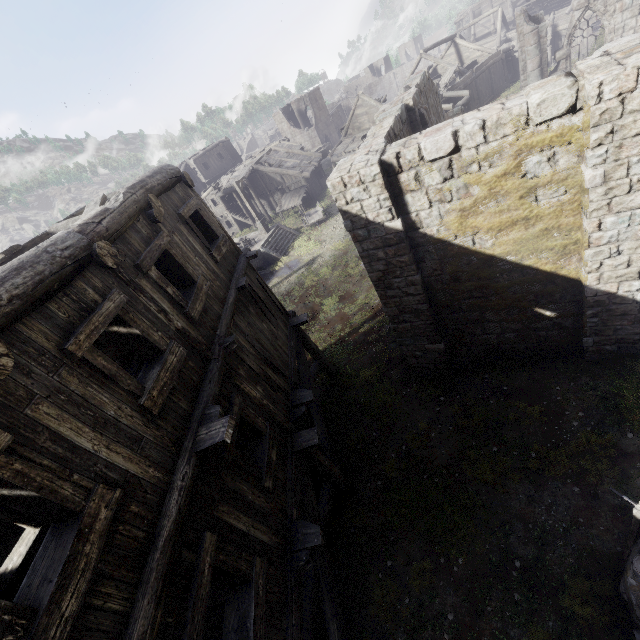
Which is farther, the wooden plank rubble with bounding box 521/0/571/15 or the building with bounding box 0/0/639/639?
the wooden plank rubble with bounding box 521/0/571/15

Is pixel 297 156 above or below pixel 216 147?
below

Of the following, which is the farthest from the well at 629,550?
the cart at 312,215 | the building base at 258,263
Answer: the cart at 312,215

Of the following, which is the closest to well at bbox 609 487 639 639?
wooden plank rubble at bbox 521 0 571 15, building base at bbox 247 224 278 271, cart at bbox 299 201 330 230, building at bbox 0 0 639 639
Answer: building at bbox 0 0 639 639

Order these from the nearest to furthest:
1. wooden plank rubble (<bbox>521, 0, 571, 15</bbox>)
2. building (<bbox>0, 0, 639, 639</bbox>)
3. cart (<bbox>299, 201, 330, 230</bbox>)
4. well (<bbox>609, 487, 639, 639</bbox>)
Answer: building (<bbox>0, 0, 639, 639</bbox>) → well (<bbox>609, 487, 639, 639</bbox>) → cart (<bbox>299, 201, 330, 230</bbox>) → wooden plank rubble (<bbox>521, 0, 571, 15</bbox>)

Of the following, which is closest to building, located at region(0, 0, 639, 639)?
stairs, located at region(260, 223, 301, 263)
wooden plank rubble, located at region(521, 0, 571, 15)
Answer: wooden plank rubble, located at region(521, 0, 571, 15)

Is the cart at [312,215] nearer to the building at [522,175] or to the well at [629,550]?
the building at [522,175]

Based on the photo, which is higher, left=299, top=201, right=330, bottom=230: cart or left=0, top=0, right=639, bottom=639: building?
left=0, top=0, right=639, bottom=639: building
